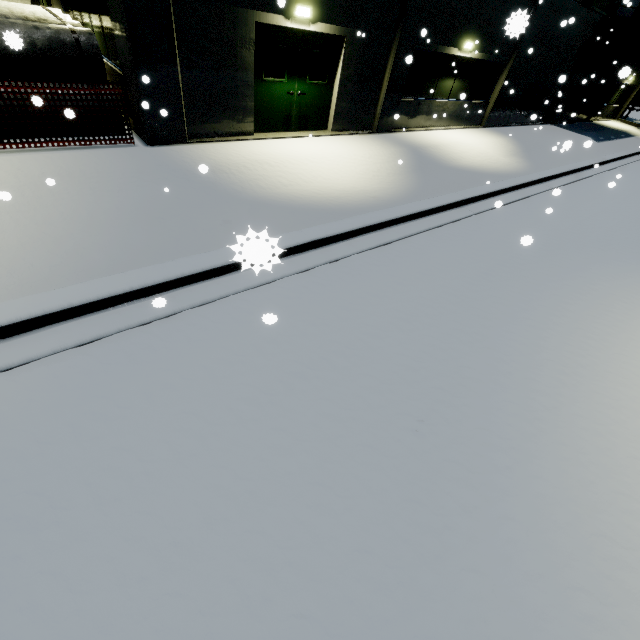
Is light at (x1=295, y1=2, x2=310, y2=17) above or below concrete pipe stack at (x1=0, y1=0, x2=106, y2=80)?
above

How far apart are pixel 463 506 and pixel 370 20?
12.38m

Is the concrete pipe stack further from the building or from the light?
the light

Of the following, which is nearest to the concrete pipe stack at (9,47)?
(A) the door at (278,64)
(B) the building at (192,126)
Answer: (B) the building at (192,126)

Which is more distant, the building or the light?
the light

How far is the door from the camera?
8.45m

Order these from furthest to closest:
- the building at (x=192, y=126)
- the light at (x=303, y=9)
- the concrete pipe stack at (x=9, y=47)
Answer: the light at (x=303, y=9) < the building at (x=192, y=126) < the concrete pipe stack at (x=9, y=47)

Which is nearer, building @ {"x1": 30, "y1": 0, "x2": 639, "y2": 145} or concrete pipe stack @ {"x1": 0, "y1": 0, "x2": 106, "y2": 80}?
concrete pipe stack @ {"x1": 0, "y1": 0, "x2": 106, "y2": 80}
